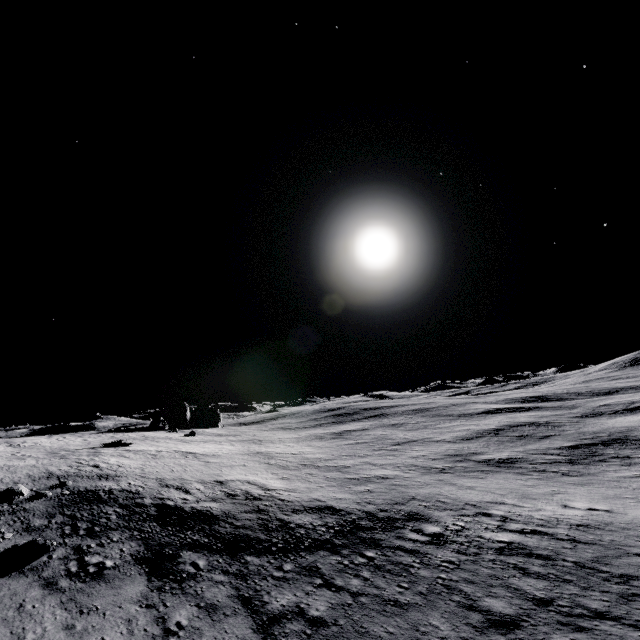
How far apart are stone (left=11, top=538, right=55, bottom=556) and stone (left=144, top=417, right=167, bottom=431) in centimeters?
3502cm

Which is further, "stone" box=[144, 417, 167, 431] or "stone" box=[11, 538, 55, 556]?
"stone" box=[144, 417, 167, 431]

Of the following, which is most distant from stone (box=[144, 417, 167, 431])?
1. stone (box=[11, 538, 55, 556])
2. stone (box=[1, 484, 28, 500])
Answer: stone (box=[11, 538, 55, 556])

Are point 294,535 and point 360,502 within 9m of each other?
yes

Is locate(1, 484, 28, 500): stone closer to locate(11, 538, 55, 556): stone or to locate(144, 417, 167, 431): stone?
locate(11, 538, 55, 556): stone

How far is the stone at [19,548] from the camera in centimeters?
1606cm

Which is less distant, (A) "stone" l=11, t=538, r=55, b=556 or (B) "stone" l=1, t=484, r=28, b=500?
(A) "stone" l=11, t=538, r=55, b=556

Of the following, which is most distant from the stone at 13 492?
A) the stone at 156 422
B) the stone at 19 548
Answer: the stone at 156 422
